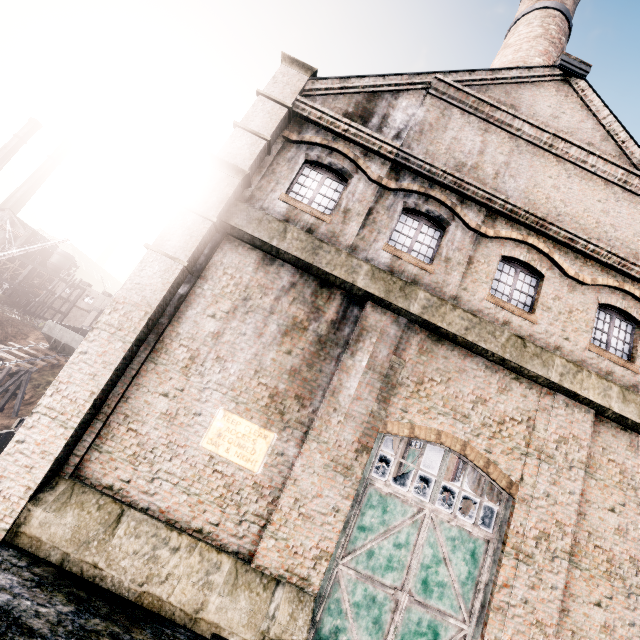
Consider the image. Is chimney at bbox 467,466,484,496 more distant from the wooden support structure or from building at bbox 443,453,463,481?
the wooden support structure

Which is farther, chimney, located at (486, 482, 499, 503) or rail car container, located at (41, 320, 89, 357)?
rail car container, located at (41, 320, 89, 357)

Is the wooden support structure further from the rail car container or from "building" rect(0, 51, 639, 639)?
"building" rect(0, 51, 639, 639)

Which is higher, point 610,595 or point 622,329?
point 622,329

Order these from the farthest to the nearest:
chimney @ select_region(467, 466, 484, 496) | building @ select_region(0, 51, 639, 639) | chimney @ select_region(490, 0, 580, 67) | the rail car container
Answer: the rail car container → chimney @ select_region(467, 466, 484, 496) → chimney @ select_region(490, 0, 580, 67) → building @ select_region(0, 51, 639, 639)

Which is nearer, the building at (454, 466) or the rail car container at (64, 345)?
the building at (454, 466)

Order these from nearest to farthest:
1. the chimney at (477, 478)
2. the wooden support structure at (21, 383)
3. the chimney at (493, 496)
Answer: the chimney at (493, 496), the chimney at (477, 478), the wooden support structure at (21, 383)

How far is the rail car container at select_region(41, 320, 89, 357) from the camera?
39.1 meters
